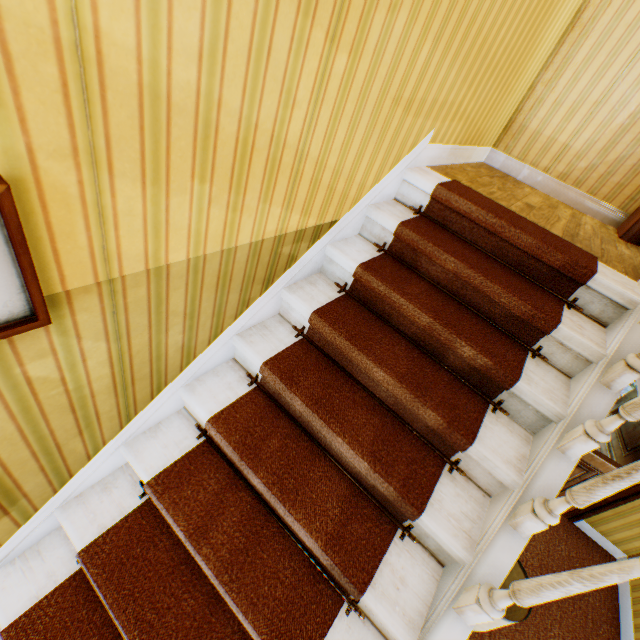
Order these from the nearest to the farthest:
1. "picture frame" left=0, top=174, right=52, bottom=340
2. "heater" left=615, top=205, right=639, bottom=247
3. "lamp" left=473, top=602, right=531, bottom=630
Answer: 1. "picture frame" left=0, top=174, right=52, bottom=340
2. "lamp" left=473, top=602, right=531, bottom=630
3. "heater" left=615, top=205, right=639, bottom=247

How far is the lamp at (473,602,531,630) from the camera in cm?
168

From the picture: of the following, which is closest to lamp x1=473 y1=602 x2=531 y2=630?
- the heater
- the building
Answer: the building

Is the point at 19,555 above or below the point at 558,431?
below

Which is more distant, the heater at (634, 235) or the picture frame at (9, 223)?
the heater at (634, 235)

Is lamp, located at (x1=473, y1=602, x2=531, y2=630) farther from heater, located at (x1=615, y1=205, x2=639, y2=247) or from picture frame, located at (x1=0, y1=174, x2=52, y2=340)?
heater, located at (x1=615, y1=205, x2=639, y2=247)

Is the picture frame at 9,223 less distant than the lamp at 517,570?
Yes

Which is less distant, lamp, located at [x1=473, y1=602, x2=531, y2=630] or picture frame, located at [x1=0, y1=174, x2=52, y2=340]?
picture frame, located at [x1=0, y1=174, x2=52, y2=340]
